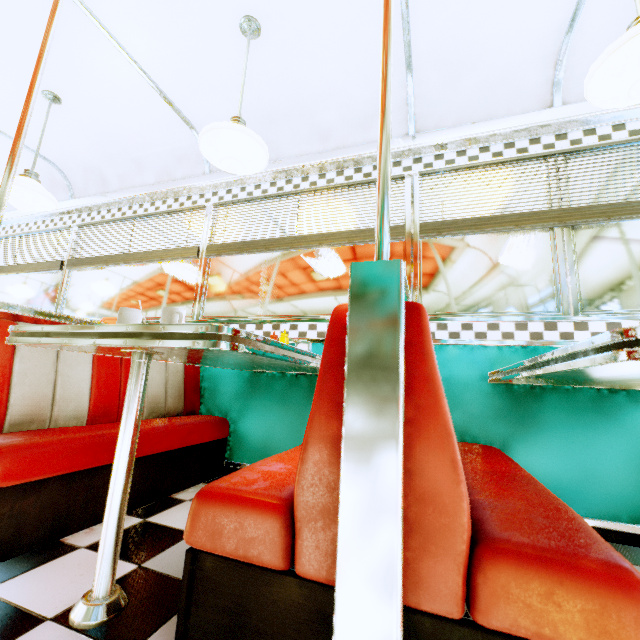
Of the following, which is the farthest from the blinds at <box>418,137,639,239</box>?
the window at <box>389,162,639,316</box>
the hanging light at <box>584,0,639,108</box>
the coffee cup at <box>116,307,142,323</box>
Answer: the coffee cup at <box>116,307,142,323</box>

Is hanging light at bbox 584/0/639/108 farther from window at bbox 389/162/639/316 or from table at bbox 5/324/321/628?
table at bbox 5/324/321/628

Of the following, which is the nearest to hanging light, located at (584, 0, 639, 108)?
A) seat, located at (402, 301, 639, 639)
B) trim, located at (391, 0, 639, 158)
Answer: trim, located at (391, 0, 639, 158)

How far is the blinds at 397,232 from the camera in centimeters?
253cm

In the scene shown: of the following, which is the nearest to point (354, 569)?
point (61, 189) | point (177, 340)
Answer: point (177, 340)

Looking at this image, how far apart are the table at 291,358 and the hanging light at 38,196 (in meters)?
2.35

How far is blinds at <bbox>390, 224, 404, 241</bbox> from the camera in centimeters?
253cm

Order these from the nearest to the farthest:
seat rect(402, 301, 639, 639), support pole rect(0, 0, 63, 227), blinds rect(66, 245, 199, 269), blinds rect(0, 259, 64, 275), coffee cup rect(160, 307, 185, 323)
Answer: seat rect(402, 301, 639, 639) → coffee cup rect(160, 307, 185, 323) → support pole rect(0, 0, 63, 227) → blinds rect(66, 245, 199, 269) → blinds rect(0, 259, 64, 275)
